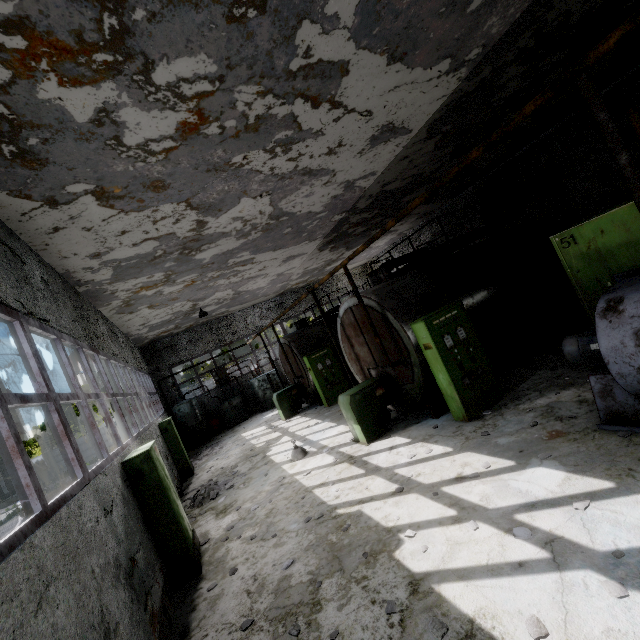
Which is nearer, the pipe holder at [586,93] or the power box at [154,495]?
the pipe holder at [586,93]

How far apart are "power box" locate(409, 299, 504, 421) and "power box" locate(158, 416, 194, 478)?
10.6m

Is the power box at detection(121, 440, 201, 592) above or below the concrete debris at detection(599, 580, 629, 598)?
above

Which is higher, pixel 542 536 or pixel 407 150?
pixel 407 150

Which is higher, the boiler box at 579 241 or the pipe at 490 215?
the pipe at 490 215

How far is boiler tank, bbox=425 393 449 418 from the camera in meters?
8.0

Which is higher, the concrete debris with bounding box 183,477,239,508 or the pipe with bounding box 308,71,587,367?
the pipe with bounding box 308,71,587,367

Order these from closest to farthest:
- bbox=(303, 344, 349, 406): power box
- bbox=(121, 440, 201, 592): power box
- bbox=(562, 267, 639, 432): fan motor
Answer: bbox=(562, 267, 639, 432): fan motor
bbox=(121, 440, 201, 592): power box
bbox=(303, 344, 349, 406): power box
